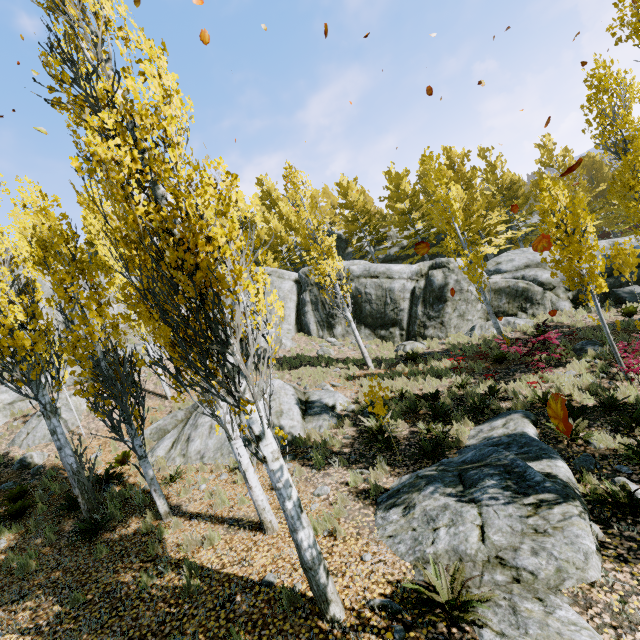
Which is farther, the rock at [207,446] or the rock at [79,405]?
the rock at [79,405]

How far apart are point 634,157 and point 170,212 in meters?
12.9

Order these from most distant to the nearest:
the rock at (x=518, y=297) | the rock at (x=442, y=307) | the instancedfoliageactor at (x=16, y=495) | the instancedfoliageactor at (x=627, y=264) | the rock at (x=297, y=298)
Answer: the rock at (x=297, y=298) → the rock at (x=442, y=307) → the rock at (x=518, y=297) → the instancedfoliageactor at (x=627, y=264) → the instancedfoliageactor at (x=16, y=495)

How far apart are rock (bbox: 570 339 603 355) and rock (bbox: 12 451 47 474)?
20.5 meters

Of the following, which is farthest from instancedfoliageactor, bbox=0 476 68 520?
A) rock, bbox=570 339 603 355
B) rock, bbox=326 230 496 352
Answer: rock, bbox=570 339 603 355

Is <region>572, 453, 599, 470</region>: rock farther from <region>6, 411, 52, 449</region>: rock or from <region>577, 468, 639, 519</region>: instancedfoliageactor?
<region>6, 411, 52, 449</region>: rock

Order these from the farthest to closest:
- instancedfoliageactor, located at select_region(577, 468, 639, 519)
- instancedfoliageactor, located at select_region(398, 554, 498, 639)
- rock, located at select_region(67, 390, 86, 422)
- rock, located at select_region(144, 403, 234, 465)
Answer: rock, located at select_region(67, 390, 86, 422) < rock, located at select_region(144, 403, 234, 465) < instancedfoliageactor, located at select_region(577, 468, 639, 519) < instancedfoliageactor, located at select_region(398, 554, 498, 639)
